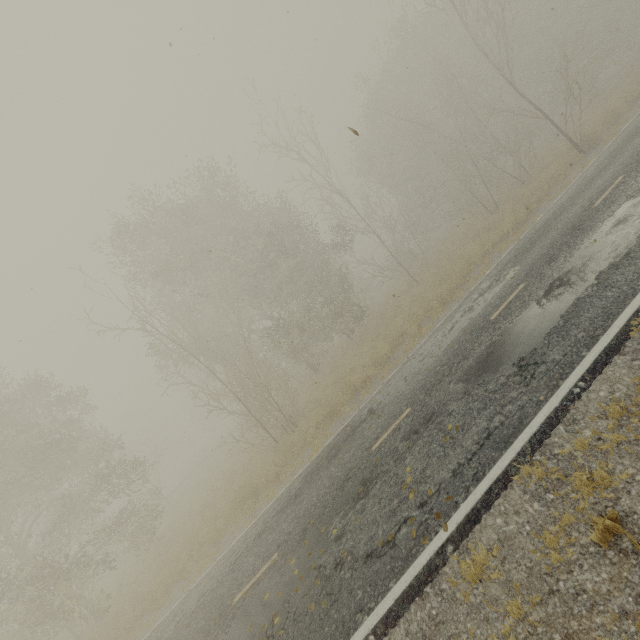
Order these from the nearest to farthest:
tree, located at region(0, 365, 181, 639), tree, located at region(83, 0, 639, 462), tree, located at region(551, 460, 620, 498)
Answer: tree, located at region(551, 460, 620, 498) → tree, located at region(0, 365, 181, 639) → tree, located at region(83, 0, 639, 462)

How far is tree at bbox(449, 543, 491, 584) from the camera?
4.12m

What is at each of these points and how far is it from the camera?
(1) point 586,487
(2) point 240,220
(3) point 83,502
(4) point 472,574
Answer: (1) tree, 4.0m
(2) tree, 23.6m
(3) tree, 19.8m
(4) tree, 4.1m

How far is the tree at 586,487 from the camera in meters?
3.8

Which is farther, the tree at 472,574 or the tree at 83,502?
the tree at 83,502

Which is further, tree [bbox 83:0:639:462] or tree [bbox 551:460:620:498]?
tree [bbox 83:0:639:462]

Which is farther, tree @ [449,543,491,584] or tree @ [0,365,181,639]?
tree @ [0,365,181,639]
